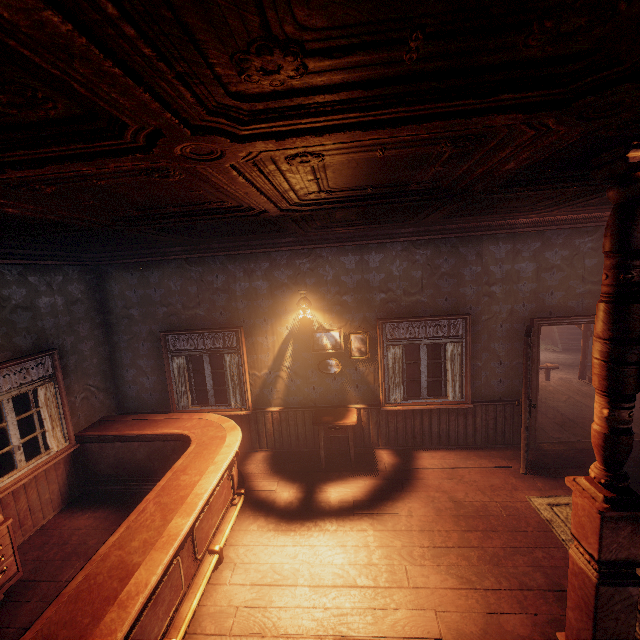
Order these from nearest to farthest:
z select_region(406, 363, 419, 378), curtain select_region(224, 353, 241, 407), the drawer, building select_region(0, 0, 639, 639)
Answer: building select_region(0, 0, 639, 639)
the drawer
curtain select_region(224, 353, 241, 407)
z select_region(406, 363, 419, 378)

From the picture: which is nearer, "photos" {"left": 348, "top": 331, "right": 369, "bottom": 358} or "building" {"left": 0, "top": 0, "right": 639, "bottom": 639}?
"building" {"left": 0, "top": 0, "right": 639, "bottom": 639}

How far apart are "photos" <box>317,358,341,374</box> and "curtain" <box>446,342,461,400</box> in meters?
1.9 m

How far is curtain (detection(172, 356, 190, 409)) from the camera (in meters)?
6.04

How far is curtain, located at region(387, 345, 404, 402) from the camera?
5.7 meters

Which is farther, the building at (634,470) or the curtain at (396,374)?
the curtain at (396,374)

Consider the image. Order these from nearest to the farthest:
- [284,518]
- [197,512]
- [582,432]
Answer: [197,512] → [284,518] → [582,432]

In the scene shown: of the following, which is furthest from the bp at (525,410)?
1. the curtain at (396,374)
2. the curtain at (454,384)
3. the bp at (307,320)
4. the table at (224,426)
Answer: the table at (224,426)
